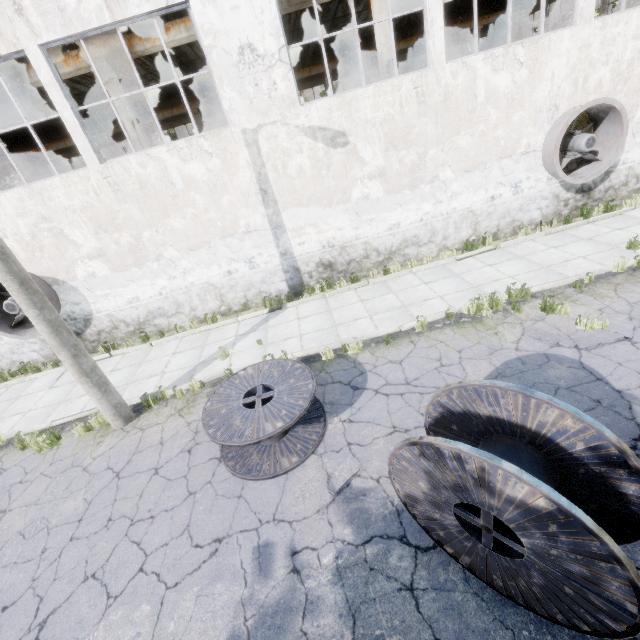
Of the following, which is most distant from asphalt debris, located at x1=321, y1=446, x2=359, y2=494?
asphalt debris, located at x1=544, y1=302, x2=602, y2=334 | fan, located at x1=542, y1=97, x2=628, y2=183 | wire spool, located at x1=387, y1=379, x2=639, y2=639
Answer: fan, located at x1=542, y1=97, x2=628, y2=183

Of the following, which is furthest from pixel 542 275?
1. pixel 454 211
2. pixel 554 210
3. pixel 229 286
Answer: pixel 229 286

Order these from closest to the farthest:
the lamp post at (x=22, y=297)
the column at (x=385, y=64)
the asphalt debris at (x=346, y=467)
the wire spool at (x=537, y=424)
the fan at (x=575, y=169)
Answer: the wire spool at (x=537, y=424) < the asphalt debris at (x=346, y=467) < the lamp post at (x=22, y=297) < the fan at (x=575, y=169) < the column at (x=385, y=64)

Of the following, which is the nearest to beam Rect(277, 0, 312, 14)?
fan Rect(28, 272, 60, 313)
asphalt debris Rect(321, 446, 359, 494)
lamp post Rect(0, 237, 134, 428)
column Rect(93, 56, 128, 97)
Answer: column Rect(93, 56, 128, 97)

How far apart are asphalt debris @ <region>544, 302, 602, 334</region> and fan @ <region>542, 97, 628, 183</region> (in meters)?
5.13

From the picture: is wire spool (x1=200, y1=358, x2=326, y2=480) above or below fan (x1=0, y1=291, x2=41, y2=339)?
below

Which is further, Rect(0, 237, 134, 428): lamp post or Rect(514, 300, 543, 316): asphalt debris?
Rect(514, 300, 543, 316): asphalt debris

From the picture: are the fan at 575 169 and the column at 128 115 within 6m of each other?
no
